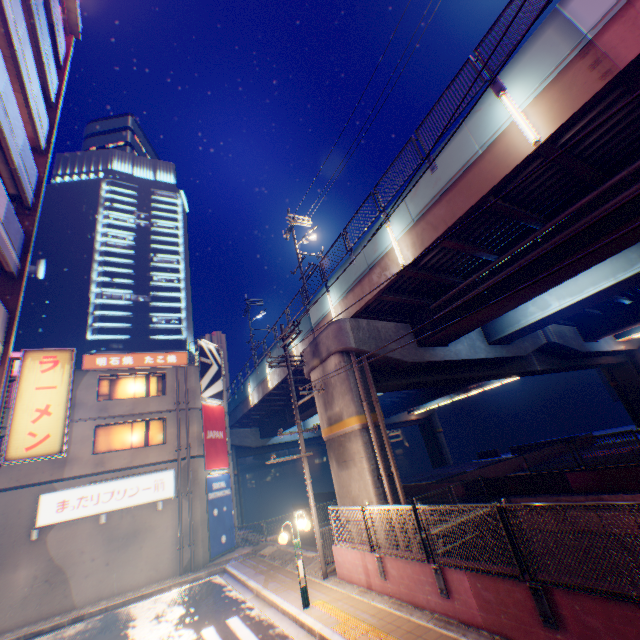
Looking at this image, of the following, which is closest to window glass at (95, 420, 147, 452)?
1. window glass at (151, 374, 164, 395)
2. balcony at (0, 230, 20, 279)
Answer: window glass at (151, 374, 164, 395)

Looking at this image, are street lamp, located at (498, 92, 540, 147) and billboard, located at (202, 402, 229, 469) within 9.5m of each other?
no

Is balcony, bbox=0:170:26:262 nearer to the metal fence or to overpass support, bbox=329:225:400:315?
the metal fence

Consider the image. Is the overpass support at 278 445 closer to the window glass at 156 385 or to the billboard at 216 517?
the billboard at 216 517

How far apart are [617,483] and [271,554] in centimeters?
1576cm

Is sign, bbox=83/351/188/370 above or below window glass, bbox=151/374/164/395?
above

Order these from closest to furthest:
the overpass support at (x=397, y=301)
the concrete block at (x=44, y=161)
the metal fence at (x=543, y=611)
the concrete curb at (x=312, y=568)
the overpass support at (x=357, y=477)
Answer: the metal fence at (x=543, y=611)
the concrete curb at (x=312, y=568)
the overpass support at (x=397, y=301)
the concrete block at (x=44, y=161)
the overpass support at (x=357, y=477)

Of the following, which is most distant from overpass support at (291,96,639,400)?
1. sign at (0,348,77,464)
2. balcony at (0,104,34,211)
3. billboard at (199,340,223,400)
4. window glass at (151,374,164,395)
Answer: balcony at (0,104,34,211)
